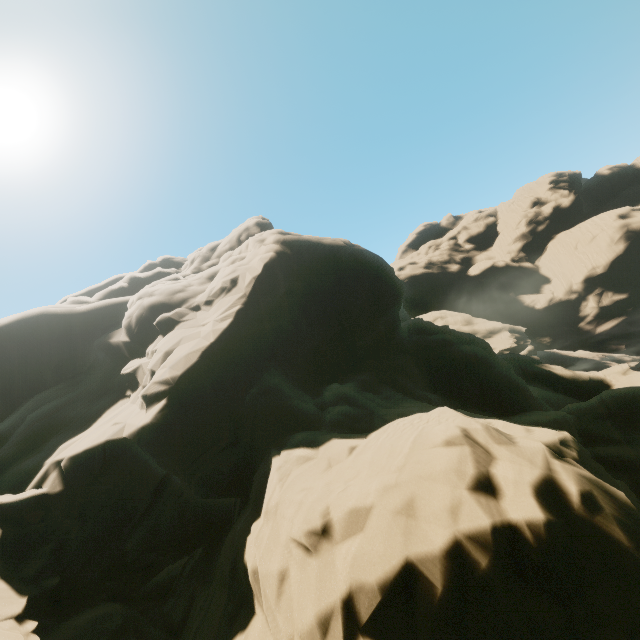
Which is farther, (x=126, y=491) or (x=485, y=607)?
(x=126, y=491)
